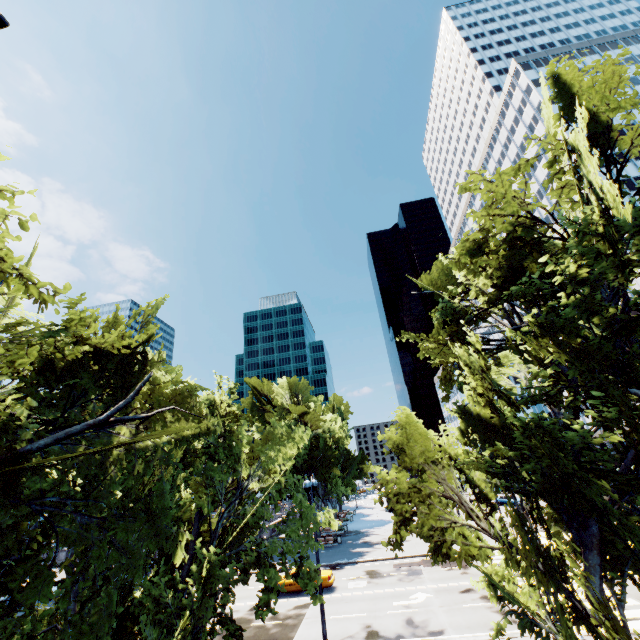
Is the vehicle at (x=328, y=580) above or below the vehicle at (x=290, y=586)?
above

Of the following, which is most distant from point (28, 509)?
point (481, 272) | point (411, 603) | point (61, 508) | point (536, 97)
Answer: point (536, 97)

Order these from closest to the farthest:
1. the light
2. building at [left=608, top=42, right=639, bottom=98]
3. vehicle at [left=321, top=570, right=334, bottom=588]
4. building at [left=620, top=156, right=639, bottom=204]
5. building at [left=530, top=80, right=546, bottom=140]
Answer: Answer: the light < vehicle at [left=321, top=570, right=334, bottom=588] < building at [left=620, top=156, right=639, bottom=204] < building at [left=608, top=42, right=639, bottom=98] < building at [left=530, top=80, right=546, bottom=140]

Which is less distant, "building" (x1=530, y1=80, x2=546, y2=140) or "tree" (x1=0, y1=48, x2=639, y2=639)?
"tree" (x1=0, y1=48, x2=639, y2=639)

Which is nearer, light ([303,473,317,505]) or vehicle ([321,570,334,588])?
light ([303,473,317,505])

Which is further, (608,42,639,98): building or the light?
(608,42,639,98): building

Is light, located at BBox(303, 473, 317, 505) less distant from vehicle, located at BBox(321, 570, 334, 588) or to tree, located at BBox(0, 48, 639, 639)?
tree, located at BBox(0, 48, 639, 639)

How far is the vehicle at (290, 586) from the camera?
23.3m
